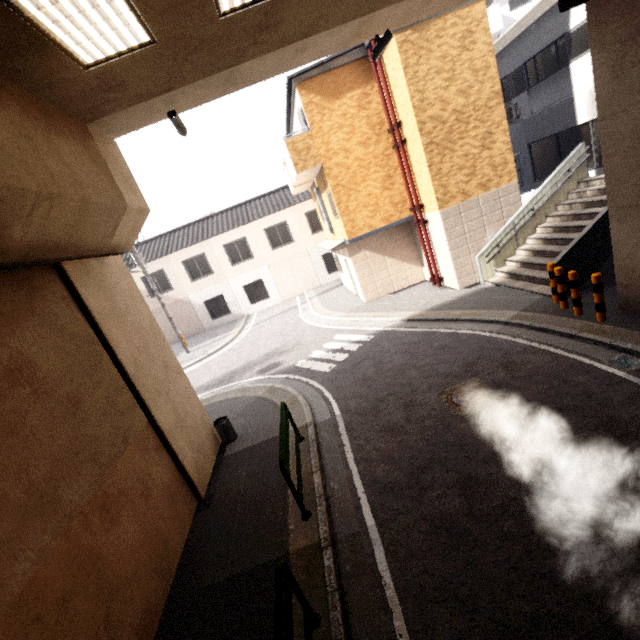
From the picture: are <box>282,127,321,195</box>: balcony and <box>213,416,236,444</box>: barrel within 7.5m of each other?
no

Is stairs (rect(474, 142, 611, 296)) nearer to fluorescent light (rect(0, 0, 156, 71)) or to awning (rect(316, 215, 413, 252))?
awning (rect(316, 215, 413, 252))

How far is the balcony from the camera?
12.0 meters

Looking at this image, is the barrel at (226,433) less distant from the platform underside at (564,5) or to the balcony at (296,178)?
the balcony at (296,178)

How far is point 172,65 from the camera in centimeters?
480cm

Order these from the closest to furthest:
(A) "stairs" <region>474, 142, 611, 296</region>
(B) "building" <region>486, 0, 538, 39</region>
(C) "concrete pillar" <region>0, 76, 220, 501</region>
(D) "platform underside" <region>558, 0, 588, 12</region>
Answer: (C) "concrete pillar" <region>0, 76, 220, 501</region> → (D) "platform underside" <region>558, 0, 588, 12</region> → (A) "stairs" <region>474, 142, 611, 296</region> → (B) "building" <region>486, 0, 538, 39</region>

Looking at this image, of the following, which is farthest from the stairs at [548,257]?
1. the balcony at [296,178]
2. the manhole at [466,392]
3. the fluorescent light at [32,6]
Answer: the fluorescent light at [32,6]

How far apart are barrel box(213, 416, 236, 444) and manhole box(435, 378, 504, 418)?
4.9 meters
